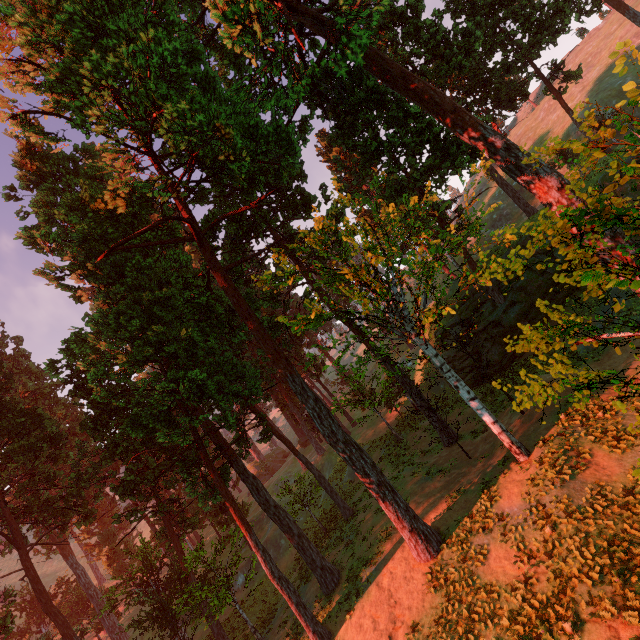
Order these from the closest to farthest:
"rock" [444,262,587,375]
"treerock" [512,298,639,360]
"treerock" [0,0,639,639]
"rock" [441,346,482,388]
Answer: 1. "treerock" [512,298,639,360]
2. "treerock" [0,0,639,639]
3. "rock" [444,262,587,375]
4. "rock" [441,346,482,388]

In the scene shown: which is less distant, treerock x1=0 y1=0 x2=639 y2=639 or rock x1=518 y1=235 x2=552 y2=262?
treerock x1=0 y1=0 x2=639 y2=639

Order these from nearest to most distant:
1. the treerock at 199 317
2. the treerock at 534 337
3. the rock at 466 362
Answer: the treerock at 534 337 < the treerock at 199 317 < the rock at 466 362

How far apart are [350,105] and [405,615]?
30.3m

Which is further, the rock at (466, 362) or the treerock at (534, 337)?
the rock at (466, 362)

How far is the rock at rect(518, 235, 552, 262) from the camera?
24.8m
